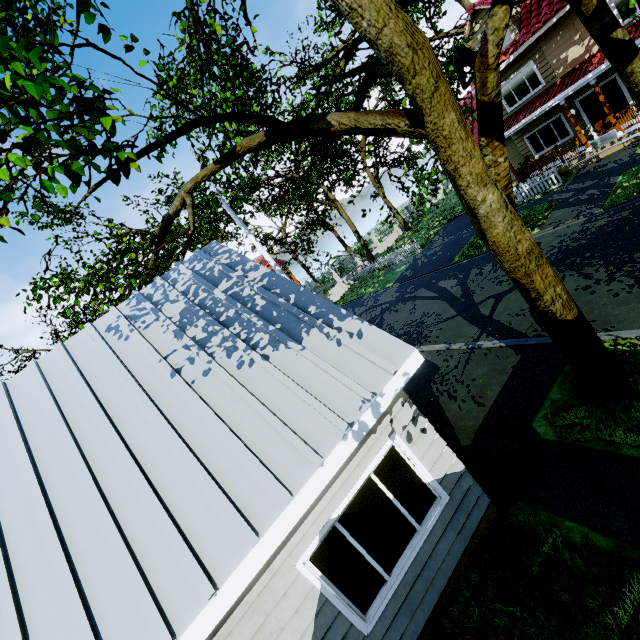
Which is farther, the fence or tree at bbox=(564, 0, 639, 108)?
the fence

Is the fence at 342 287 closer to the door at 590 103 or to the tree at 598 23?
the tree at 598 23

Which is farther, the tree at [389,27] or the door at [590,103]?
the door at [590,103]

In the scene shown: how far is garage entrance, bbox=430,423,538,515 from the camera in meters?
5.2

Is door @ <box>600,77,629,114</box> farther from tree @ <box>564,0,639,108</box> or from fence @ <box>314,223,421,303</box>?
fence @ <box>314,223,421,303</box>

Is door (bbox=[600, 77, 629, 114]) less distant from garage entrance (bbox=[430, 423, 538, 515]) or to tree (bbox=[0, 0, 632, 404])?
tree (bbox=[0, 0, 632, 404])

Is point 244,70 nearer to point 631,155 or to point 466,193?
point 466,193

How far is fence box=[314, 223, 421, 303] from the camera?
26.28m
